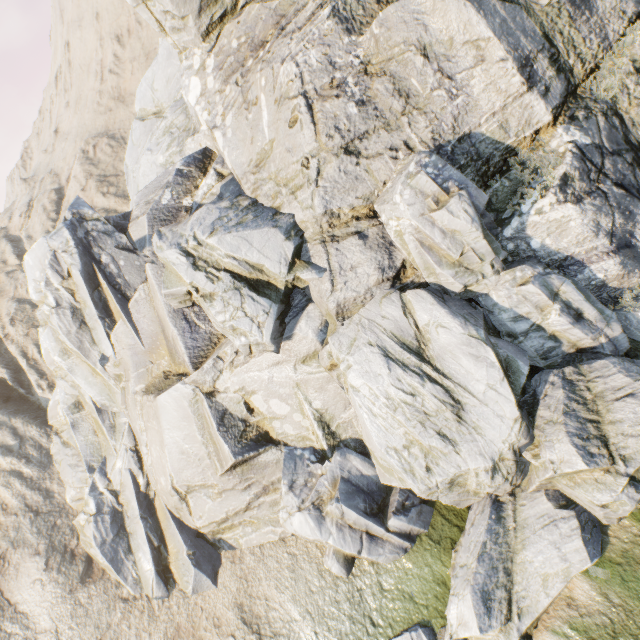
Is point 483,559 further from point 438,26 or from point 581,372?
point 438,26
